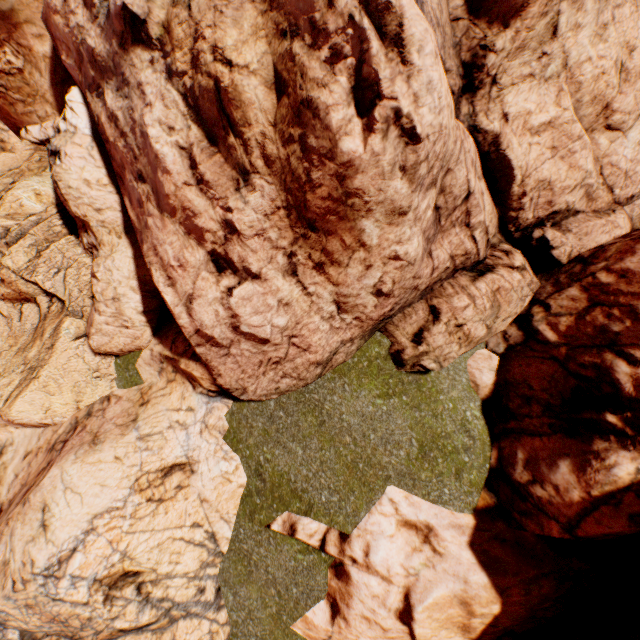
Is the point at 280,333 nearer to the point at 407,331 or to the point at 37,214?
the point at 407,331
